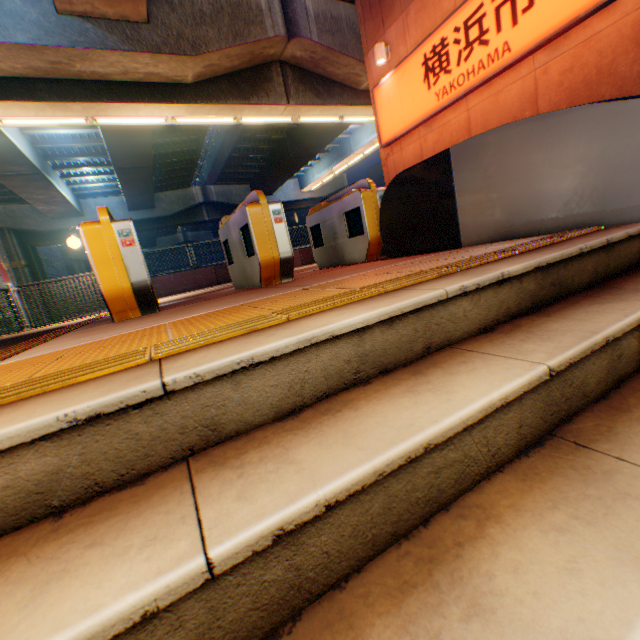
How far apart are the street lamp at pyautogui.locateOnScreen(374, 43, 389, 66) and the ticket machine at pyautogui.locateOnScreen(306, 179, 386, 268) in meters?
5.5 m

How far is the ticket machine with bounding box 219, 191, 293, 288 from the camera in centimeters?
406cm

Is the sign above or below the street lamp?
below

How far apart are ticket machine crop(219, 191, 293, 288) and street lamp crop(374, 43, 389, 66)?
6.74m

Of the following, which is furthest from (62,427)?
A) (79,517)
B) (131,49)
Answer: (131,49)

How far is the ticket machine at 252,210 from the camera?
4.06m

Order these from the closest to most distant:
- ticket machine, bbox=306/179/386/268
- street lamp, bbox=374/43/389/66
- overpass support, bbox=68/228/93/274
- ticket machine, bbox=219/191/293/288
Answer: ticket machine, bbox=219/191/293/288
ticket machine, bbox=306/179/386/268
street lamp, bbox=374/43/389/66
overpass support, bbox=68/228/93/274

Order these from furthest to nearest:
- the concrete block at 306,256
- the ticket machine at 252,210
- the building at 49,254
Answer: the building at 49,254 → the concrete block at 306,256 → the ticket machine at 252,210
